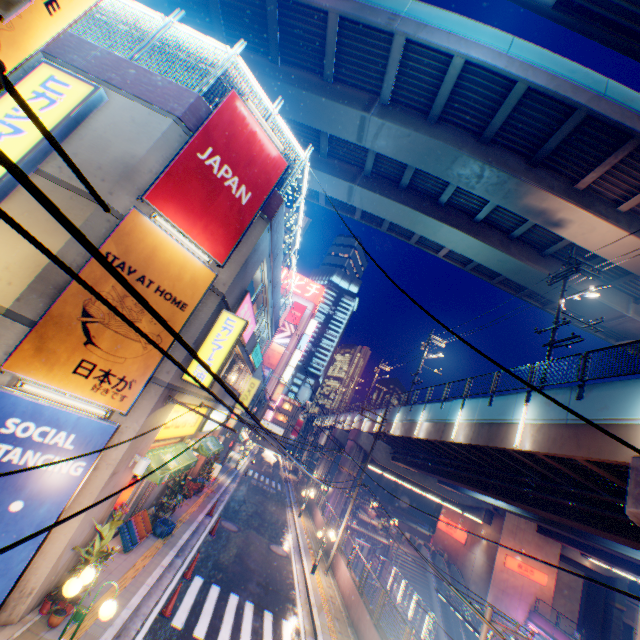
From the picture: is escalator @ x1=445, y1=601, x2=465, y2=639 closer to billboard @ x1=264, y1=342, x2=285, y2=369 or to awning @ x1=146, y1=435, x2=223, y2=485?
awning @ x1=146, y1=435, x2=223, y2=485

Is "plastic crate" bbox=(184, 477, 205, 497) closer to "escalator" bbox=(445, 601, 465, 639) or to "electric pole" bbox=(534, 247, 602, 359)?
"electric pole" bbox=(534, 247, 602, 359)

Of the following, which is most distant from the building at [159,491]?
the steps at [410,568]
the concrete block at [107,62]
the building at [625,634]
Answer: the building at [625,634]

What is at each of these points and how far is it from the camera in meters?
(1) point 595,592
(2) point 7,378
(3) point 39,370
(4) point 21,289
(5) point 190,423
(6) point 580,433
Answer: (1) overpass support, 34.6 m
(2) building, 6.5 m
(3) billboard, 6.7 m
(4) building, 6.6 m
(5) sign, 13.9 m
(6) overpass support, 10.6 m

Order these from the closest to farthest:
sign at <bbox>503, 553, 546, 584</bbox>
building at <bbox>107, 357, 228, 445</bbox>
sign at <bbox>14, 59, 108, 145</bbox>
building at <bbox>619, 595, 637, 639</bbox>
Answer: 1. sign at <bbox>14, 59, 108, 145</bbox>
2. building at <bbox>107, 357, 228, 445</bbox>
3. sign at <bbox>503, 553, 546, 584</bbox>
4. building at <bbox>619, 595, 637, 639</bbox>

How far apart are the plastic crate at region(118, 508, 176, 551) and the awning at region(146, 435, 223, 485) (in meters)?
2.15

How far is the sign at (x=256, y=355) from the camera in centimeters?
1944cm

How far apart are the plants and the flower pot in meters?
0.0
